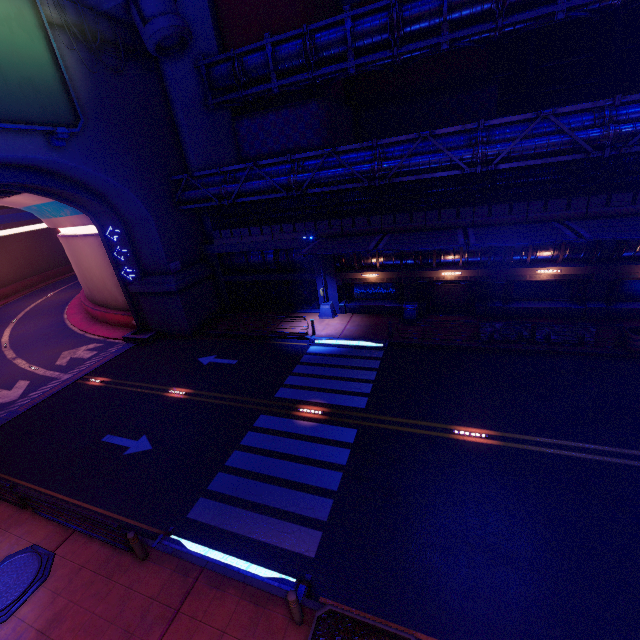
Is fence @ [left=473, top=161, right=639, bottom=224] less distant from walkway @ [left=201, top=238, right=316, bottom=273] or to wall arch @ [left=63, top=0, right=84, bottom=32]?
walkway @ [left=201, top=238, right=316, bottom=273]

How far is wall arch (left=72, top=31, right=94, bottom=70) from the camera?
16.38m

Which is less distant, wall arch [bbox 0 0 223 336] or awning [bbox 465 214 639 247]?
awning [bbox 465 214 639 247]

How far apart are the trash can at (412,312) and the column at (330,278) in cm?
430

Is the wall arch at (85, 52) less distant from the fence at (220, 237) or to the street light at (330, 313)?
the fence at (220, 237)

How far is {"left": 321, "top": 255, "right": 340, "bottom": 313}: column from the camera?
21.91m

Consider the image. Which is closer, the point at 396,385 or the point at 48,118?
the point at 48,118

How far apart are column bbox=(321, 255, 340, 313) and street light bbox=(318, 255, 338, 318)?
0.0 meters
